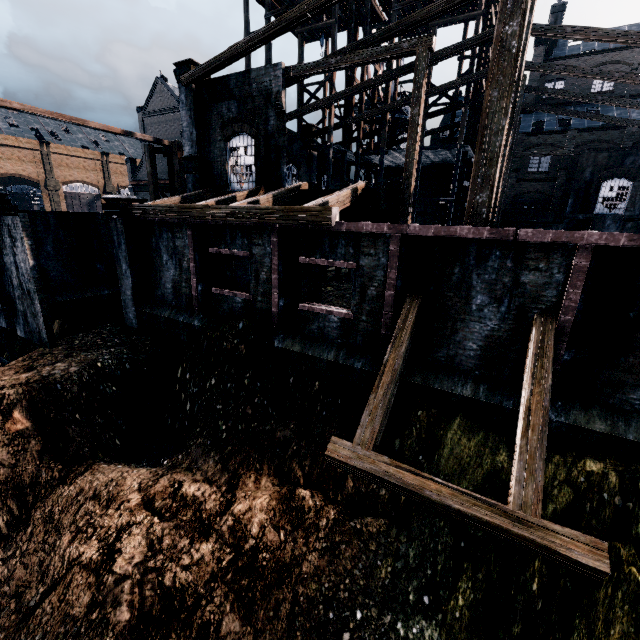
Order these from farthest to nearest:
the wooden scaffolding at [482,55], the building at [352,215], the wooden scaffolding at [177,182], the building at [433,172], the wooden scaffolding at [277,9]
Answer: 1. the building at [433,172]
2. the wooden scaffolding at [277,9]
3. the wooden scaffolding at [482,55]
4. the wooden scaffolding at [177,182]
5. the building at [352,215]

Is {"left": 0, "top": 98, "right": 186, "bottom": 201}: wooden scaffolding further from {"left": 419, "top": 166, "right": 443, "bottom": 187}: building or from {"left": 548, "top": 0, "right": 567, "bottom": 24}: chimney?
{"left": 548, "top": 0, "right": 567, "bottom": 24}: chimney

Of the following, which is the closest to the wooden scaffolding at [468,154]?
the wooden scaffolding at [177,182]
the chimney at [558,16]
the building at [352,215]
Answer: the building at [352,215]

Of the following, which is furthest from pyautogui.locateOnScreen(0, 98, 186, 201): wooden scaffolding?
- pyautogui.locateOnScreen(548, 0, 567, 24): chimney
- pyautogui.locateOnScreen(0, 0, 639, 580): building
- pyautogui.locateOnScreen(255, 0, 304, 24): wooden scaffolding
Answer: pyautogui.locateOnScreen(548, 0, 567, 24): chimney

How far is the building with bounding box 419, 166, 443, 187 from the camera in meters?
33.5 m

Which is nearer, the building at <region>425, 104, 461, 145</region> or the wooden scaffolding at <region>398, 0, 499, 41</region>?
the wooden scaffolding at <region>398, 0, 499, 41</region>

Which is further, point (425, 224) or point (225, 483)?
point (425, 224)
